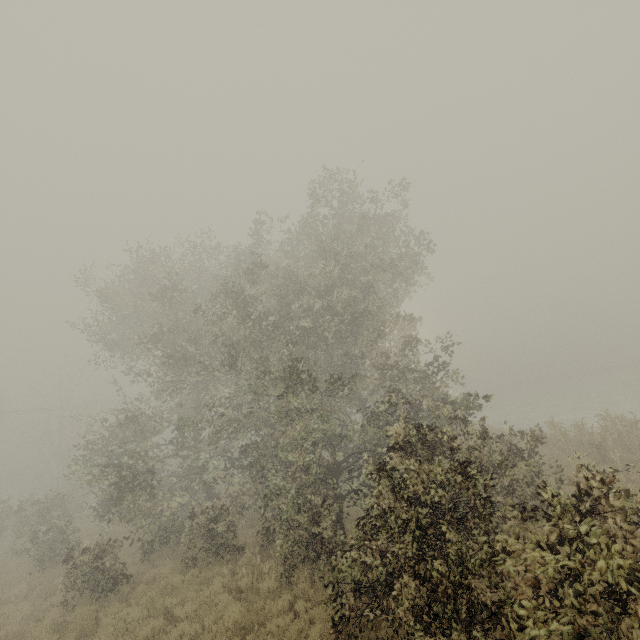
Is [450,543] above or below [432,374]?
below
